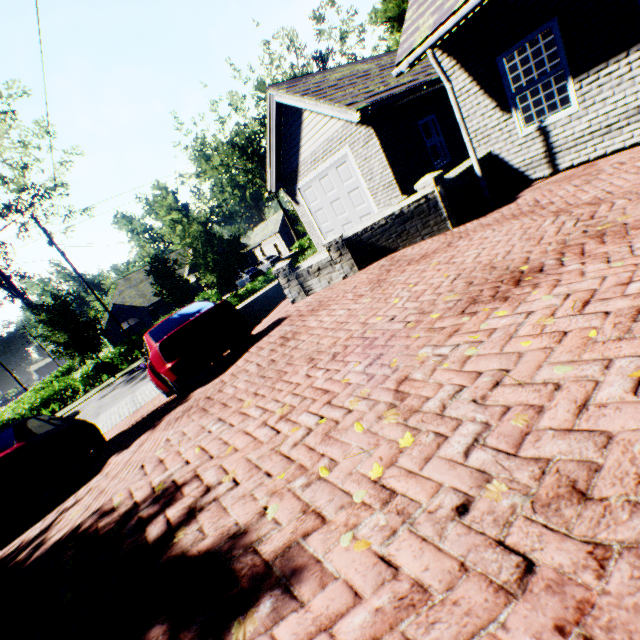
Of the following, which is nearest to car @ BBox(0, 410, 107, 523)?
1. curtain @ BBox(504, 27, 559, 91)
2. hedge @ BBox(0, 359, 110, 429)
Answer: curtain @ BBox(504, 27, 559, 91)

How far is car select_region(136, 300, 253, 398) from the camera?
5.86m

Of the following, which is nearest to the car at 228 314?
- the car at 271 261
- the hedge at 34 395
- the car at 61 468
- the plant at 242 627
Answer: the car at 61 468

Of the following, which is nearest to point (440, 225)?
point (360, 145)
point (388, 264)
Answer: point (388, 264)

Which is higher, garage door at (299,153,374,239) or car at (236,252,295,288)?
garage door at (299,153,374,239)

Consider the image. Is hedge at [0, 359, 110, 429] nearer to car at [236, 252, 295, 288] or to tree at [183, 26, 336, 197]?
tree at [183, 26, 336, 197]

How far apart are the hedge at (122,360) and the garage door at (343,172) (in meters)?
21.27

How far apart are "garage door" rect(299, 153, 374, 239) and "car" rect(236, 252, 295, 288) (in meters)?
19.16
